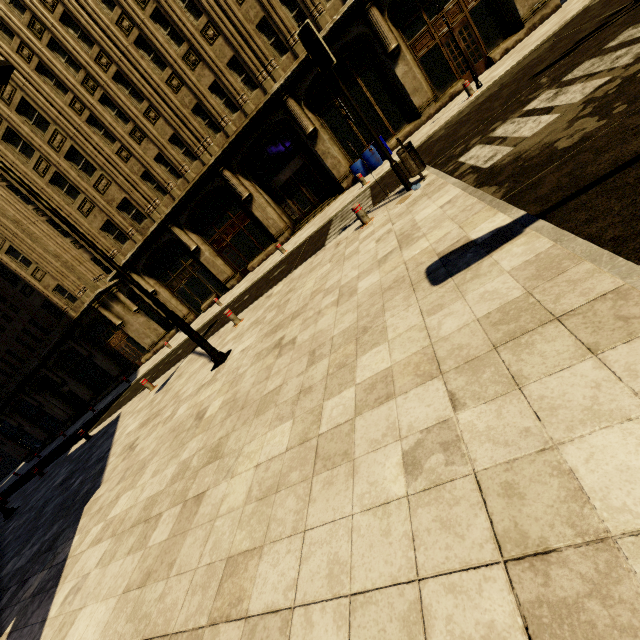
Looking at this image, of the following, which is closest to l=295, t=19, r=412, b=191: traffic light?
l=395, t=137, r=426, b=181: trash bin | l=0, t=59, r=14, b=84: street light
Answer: l=395, t=137, r=426, b=181: trash bin

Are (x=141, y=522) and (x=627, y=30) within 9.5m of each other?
no

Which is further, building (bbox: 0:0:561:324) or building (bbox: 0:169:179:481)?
building (bbox: 0:169:179:481)

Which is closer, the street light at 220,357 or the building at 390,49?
the street light at 220,357

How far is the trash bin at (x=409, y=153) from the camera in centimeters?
720cm

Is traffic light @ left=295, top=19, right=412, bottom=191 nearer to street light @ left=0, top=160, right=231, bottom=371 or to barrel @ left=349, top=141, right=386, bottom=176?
street light @ left=0, top=160, right=231, bottom=371

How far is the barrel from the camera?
15.6 meters

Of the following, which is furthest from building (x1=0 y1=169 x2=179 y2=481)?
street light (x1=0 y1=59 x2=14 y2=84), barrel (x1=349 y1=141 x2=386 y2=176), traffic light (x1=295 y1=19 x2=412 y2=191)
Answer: traffic light (x1=295 y1=19 x2=412 y2=191)
